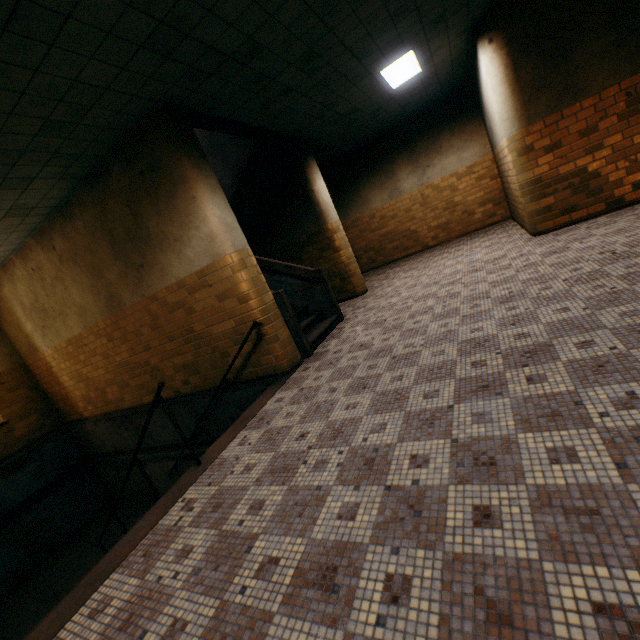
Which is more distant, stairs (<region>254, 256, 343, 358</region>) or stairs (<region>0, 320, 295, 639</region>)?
stairs (<region>254, 256, 343, 358</region>)

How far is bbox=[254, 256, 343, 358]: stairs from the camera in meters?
5.2

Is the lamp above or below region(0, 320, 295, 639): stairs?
above

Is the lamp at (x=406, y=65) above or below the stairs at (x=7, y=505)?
above

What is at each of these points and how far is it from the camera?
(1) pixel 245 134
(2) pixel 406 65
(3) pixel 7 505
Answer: (1) stairs, 6.0 meters
(2) lamp, 6.1 meters
(3) stairs, 7.3 meters

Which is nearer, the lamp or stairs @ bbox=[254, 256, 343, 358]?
stairs @ bbox=[254, 256, 343, 358]

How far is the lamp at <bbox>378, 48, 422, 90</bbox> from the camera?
5.8m

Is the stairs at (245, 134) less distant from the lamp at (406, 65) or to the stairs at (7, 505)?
the stairs at (7, 505)
